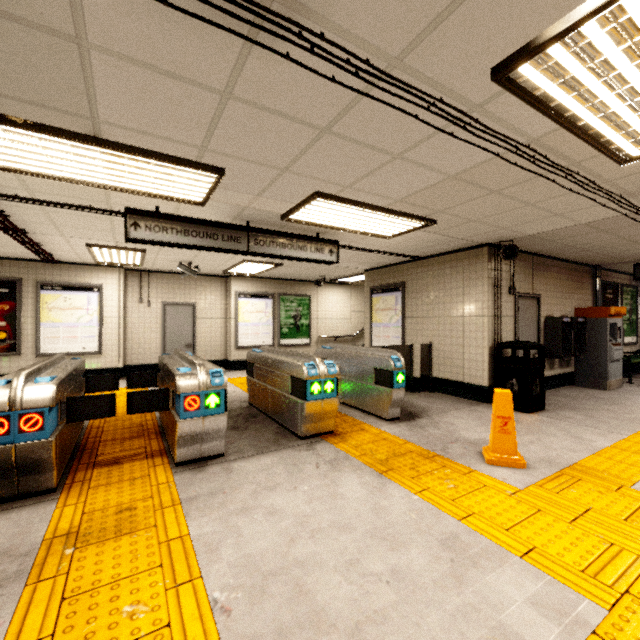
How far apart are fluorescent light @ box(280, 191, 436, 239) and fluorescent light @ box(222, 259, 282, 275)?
3.28m

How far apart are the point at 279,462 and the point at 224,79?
3.4 meters

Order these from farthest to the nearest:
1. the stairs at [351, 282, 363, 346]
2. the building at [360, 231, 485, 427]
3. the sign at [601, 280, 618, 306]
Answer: the stairs at [351, 282, 363, 346]
the sign at [601, 280, 618, 306]
the building at [360, 231, 485, 427]

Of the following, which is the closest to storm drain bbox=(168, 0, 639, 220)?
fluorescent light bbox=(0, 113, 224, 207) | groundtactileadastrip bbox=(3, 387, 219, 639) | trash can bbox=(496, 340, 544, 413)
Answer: fluorescent light bbox=(0, 113, 224, 207)

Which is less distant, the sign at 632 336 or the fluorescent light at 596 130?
the fluorescent light at 596 130

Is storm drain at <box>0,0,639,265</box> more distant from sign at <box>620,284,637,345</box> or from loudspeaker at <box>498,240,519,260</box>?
sign at <box>620,284,637,345</box>

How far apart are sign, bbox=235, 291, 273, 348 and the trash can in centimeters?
667cm

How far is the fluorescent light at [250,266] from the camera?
7.70m
